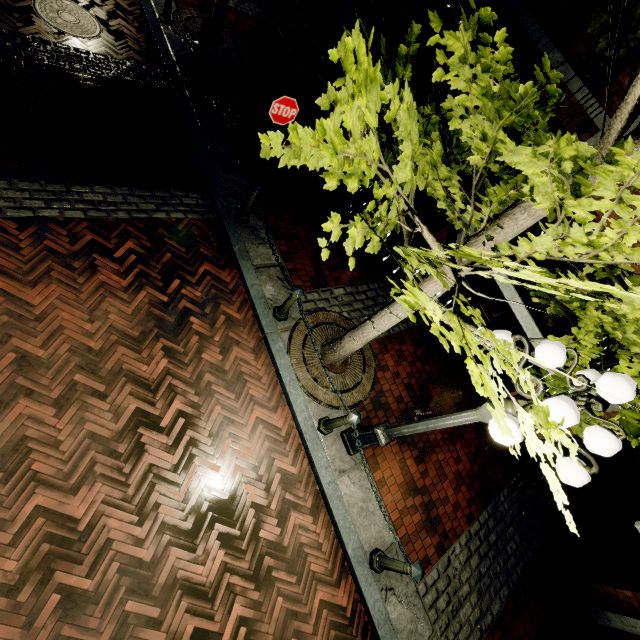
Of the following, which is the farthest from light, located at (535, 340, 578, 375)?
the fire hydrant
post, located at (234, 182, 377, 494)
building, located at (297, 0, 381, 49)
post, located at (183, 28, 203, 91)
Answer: the fire hydrant

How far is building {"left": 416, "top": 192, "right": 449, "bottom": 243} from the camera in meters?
7.7 m

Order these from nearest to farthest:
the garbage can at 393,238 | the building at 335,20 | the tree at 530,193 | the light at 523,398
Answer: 1. the tree at 530,193
2. the light at 523,398
3. the garbage can at 393,238
4. the building at 335,20

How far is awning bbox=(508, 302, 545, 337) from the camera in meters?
3.8 m

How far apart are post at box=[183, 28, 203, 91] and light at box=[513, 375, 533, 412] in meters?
7.2 m

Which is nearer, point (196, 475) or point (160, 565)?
point (160, 565)

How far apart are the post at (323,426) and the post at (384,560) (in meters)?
3.42

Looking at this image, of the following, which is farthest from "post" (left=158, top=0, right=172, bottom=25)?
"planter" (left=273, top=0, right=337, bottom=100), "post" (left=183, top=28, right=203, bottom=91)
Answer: "planter" (left=273, top=0, right=337, bottom=100)
